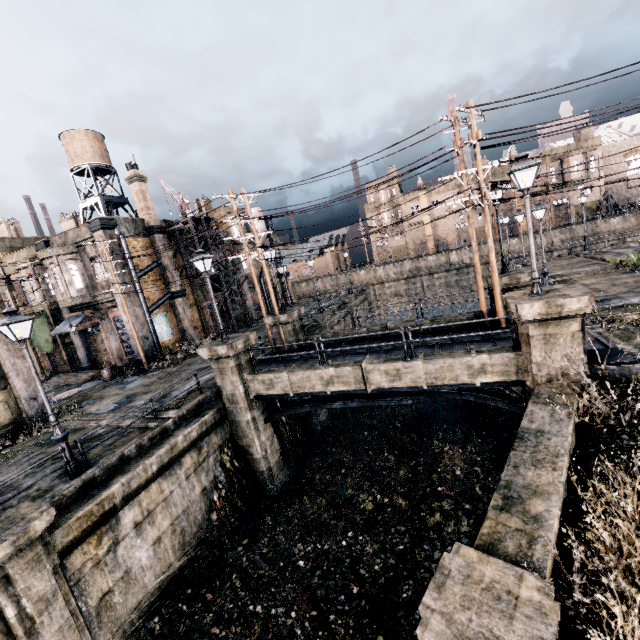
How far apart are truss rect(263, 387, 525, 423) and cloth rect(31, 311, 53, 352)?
27.41m

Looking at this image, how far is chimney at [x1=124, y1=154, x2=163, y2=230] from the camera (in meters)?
27.69

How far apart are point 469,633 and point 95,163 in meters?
37.6 m

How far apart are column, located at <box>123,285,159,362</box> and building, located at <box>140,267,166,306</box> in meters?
0.0 m

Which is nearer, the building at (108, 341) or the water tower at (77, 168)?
the building at (108, 341)

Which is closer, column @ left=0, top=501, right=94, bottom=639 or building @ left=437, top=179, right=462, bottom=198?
column @ left=0, top=501, right=94, bottom=639

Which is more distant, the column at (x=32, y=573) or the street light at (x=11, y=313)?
the street light at (x=11, y=313)

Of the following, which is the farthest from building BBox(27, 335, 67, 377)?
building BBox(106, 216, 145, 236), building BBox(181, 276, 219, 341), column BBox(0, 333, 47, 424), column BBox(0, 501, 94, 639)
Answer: column BBox(0, 501, 94, 639)
